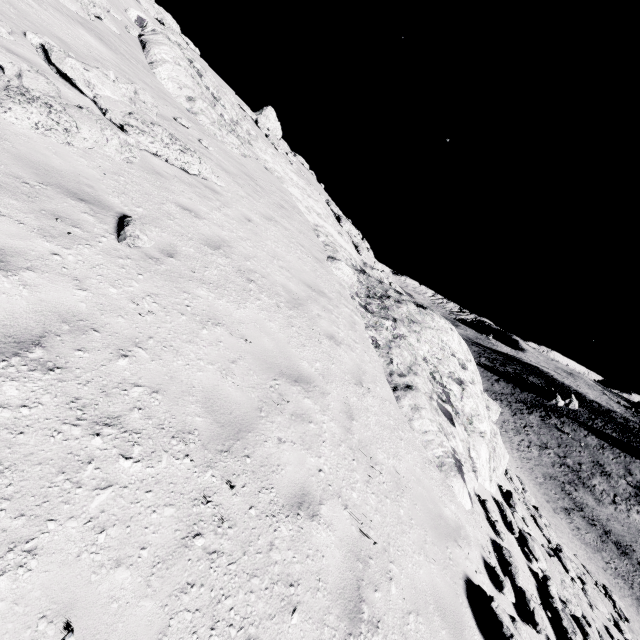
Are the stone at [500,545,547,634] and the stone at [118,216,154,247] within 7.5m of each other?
no

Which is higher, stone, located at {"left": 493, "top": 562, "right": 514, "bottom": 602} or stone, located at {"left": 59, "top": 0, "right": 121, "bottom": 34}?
stone, located at {"left": 59, "top": 0, "right": 121, "bottom": 34}

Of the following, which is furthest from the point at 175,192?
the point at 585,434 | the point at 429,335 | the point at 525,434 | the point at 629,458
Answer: the point at 629,458

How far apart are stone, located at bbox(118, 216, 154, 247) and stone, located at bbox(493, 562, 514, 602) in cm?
870

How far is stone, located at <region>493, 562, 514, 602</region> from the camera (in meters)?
6.07

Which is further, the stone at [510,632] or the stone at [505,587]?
the stone at [505,587]

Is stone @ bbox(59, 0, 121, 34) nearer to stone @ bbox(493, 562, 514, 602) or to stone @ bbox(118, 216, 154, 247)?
stone @ bbox(118, 216, 154, 247)

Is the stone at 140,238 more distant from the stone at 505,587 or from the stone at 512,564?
the stone at 512,564
